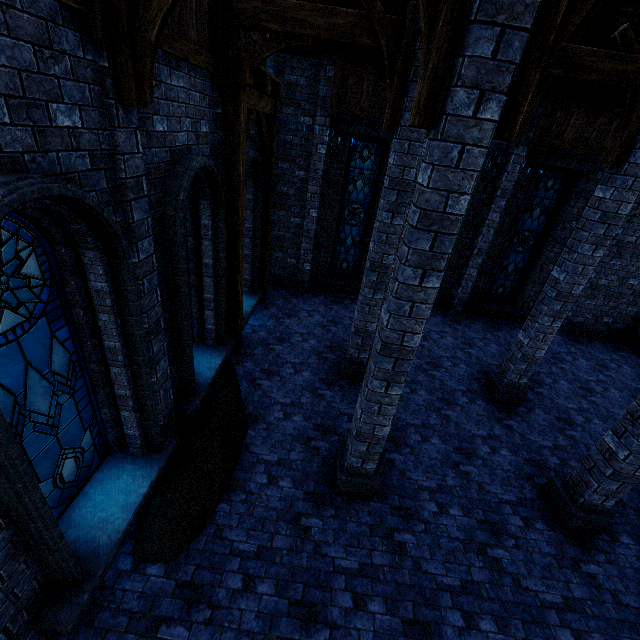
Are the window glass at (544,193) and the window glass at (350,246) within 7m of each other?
yes

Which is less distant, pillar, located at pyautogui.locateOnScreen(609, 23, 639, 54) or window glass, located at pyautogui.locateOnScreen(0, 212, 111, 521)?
window glass, located at pyautogui.locateOnScreen(0, 212, 111, 521)

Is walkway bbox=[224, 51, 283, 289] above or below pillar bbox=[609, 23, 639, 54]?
below

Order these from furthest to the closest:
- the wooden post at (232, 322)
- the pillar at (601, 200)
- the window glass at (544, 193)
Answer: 1. the window glass at (544, 193)
2. the wooden post at (232, 322)
3. the pillar at (601, 200)

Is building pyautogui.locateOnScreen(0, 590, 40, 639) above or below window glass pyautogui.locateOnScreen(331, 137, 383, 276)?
below

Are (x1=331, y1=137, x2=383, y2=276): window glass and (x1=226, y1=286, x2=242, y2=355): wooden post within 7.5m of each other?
yes

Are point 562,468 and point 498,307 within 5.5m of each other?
no

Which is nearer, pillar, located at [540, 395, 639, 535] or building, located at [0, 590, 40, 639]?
building, located at [0, 590, 40, 639]
